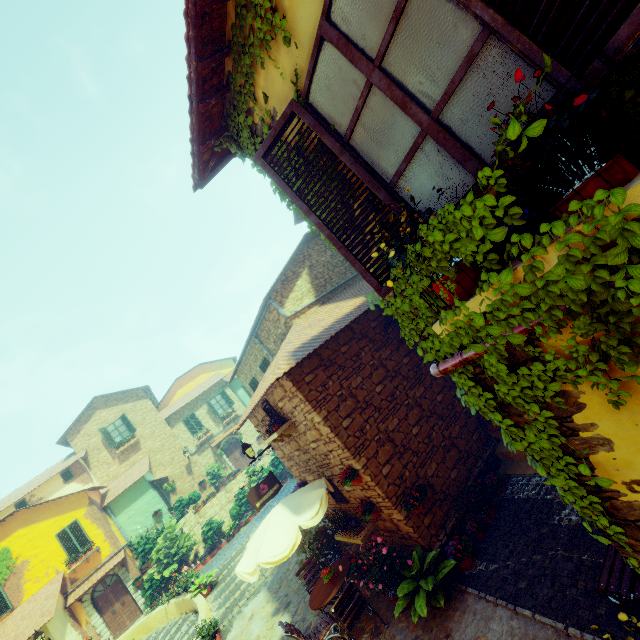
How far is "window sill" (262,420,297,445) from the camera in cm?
772

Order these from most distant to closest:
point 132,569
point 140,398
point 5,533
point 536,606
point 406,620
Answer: point 140,398 < point 132,569 < point 5,533 < point 406,620 < point 536,606

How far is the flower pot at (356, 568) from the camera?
5.52m

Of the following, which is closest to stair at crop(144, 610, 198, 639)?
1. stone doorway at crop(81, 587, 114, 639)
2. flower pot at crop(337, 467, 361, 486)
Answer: stone doorway at crop(81, 587, 114, 639)

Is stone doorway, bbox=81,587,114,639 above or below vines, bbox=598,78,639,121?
below

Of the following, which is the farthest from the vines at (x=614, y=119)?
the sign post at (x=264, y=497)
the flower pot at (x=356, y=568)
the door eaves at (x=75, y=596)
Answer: the door eaves at (x=75, y=596)

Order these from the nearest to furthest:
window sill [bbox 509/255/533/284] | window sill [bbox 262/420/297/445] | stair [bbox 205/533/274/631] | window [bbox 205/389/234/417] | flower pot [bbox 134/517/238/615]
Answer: window sill [bbox 509/255/533/284] < window sill [bbox 262/420/297/445] < stair [bbox 205/533/274/631] < flower pot [bbox 134/517/238/615] < window [bbox 205/389/234/417]

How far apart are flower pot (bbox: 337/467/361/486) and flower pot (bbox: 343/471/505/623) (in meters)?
1.53
